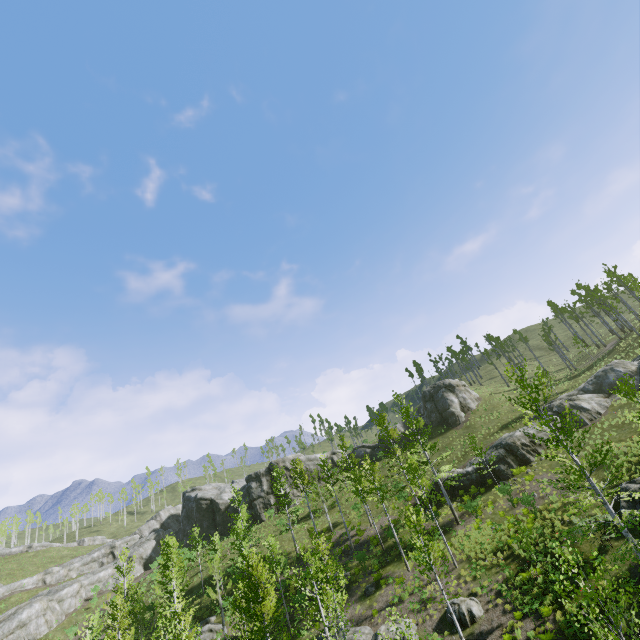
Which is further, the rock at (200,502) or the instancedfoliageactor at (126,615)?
the rock at (200,502)

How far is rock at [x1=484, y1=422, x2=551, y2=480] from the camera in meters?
29.0 m

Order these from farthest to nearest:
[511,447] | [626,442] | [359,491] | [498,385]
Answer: [498,385] < [359,491] < [511,447] < [626,442]

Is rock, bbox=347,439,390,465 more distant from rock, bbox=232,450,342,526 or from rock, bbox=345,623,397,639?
rock, bbox=345,623,397,639

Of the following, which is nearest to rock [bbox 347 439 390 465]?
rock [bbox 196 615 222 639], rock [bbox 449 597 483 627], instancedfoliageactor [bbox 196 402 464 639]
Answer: instancedfoliageactor [bbox 196 402 464 639]

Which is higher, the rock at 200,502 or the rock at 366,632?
the rock at 200,502

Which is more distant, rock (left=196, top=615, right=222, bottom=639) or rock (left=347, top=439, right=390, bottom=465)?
rock (left=347, top=439, right=390, bottom=465)

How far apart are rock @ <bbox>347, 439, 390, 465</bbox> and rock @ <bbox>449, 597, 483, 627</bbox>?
29.6m
